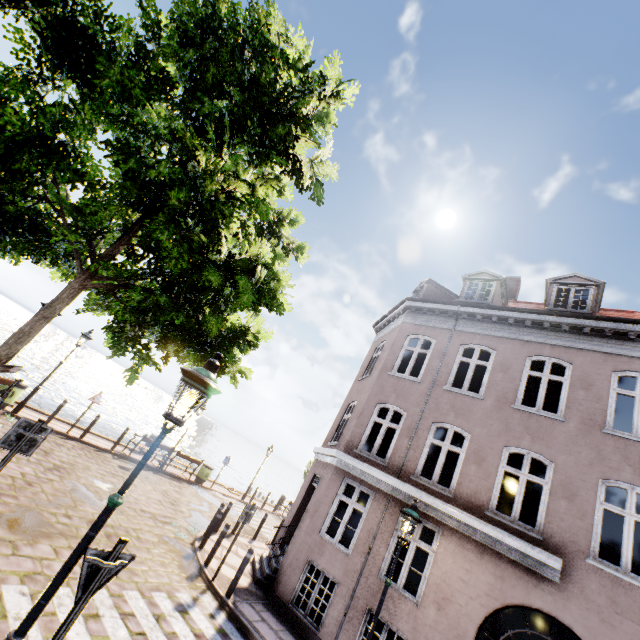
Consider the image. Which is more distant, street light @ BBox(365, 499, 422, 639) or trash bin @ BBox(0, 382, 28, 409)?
trash bin @ BBox(0, 382, 28, 409)

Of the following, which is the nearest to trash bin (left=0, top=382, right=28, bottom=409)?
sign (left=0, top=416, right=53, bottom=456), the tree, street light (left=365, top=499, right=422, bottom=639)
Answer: the tree

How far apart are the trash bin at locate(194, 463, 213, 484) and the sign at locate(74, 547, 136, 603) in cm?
1732

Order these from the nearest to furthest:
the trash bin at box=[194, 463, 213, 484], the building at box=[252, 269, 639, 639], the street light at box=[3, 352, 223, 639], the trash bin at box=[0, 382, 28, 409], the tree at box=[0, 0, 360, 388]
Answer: the street light at box=[3, 352, 223, 639] → the tree at box=[0, 0, 360, 388] → the building at box=[252, 269, 639, 639] → the trash bin at box=[0, 382, 28, 409] → the trash bin at box=[194, 463, 213, 484]

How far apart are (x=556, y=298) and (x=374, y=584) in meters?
10.8 m

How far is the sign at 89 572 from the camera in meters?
2.8

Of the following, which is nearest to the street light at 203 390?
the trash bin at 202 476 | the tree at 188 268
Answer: the tree at 188 268

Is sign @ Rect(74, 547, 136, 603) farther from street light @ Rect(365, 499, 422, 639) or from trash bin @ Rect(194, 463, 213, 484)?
trash bin @ Rect(194, 463, 213, 484)
